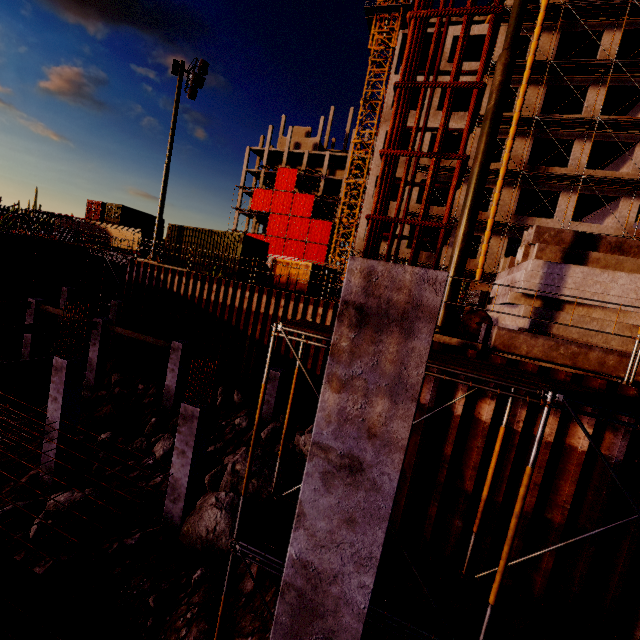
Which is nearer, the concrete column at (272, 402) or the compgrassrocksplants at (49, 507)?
the compgrassrocksplants at (49, 507)

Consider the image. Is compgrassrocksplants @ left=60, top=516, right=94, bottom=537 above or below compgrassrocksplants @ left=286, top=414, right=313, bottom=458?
below

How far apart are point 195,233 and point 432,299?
19.5 meters

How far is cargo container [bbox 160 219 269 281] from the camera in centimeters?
1772cm

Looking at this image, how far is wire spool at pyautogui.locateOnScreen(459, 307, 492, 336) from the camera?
10.3 meters

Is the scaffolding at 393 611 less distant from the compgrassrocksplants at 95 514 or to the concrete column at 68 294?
the compgrassrocksplants at 95 514

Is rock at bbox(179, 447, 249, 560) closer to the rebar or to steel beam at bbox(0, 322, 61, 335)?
the rebar

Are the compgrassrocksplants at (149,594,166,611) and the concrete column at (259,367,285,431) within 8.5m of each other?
yes
